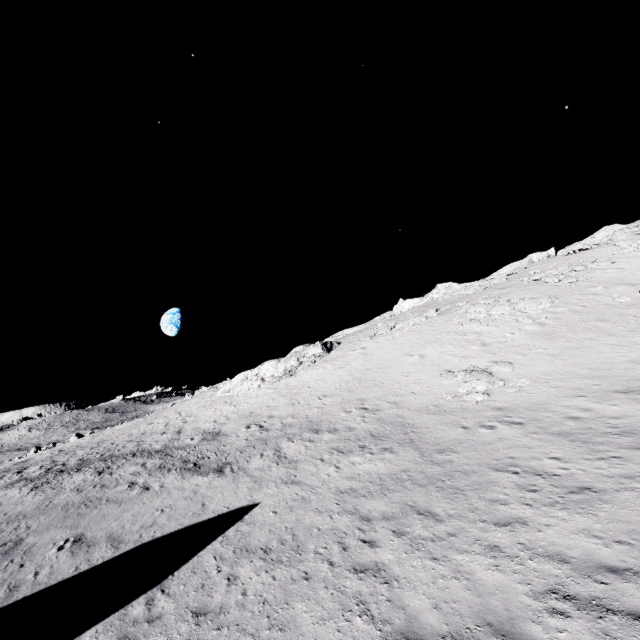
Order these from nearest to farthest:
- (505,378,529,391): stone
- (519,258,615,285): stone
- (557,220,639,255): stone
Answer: (505,378,529,391): stone, (519,258,615,285): stone, (557,220,639,255): stone

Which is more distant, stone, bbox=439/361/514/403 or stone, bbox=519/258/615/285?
stone, bbox=519/258/615/285

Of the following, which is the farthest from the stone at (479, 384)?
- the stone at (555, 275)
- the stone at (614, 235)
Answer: the stone at (614, 235)

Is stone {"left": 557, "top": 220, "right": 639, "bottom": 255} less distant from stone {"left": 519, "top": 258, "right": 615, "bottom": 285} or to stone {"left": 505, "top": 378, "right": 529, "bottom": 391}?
stone {"left": 519, "top": 258, "right": 615, "bottom": 285}

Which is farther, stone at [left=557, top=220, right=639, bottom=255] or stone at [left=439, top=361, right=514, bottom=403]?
stone at [left=557, top=220, right=639, bottom=255]

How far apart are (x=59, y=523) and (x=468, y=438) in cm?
1851
